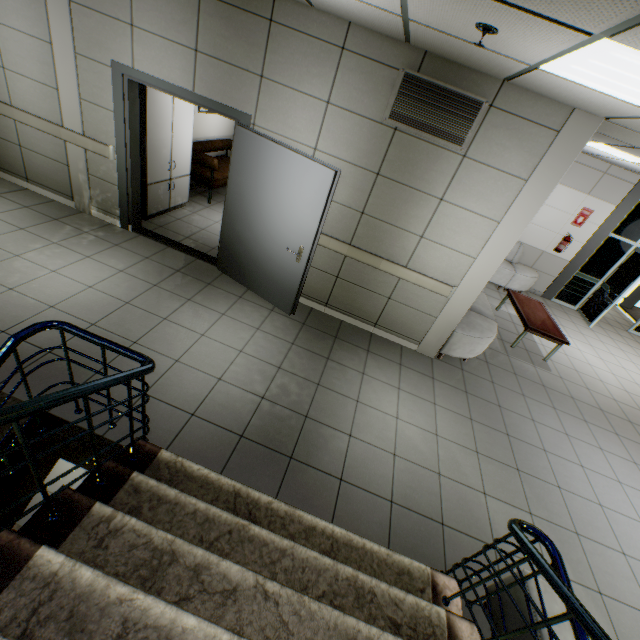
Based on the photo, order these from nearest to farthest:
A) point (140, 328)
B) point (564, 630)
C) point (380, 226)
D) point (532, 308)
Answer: point (564, 630), point (140, 328), point (380, 226), point (532, 308)

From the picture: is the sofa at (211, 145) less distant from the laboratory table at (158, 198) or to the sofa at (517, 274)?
the laboratory table at (158, 198)

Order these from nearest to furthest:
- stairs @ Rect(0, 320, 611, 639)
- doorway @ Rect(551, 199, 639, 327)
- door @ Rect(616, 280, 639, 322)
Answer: stairs @ Rect(0, 320, 611, 639) → doorway @ Rect(551, 199, 639, 327) → door @ Rect(616, 280, 639, 322)

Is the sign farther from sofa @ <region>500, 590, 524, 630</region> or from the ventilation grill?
sofa @ <region>500, 590, 524, 630</region>

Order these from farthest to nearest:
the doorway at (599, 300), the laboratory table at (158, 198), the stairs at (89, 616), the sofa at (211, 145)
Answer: the doorway at (599, 300), the sofa at (211, 145), the laboratory table at (158, 198), the stairs at (89, 616)

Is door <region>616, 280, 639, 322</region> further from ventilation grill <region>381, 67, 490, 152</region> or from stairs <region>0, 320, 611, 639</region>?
stairs <region>0, 320, 611, 639</region>

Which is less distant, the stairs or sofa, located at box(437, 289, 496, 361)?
the stairs

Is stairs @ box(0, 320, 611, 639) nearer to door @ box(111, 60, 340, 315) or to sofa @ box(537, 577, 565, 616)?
sofa @ box(537, 577, 565, 616)
